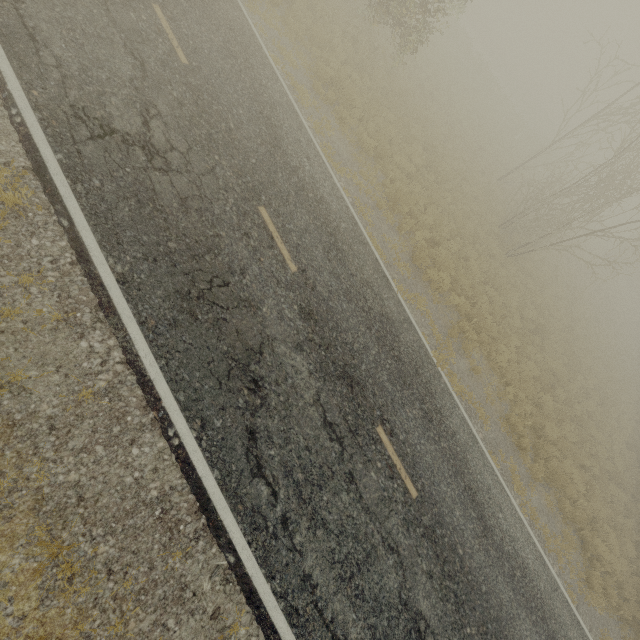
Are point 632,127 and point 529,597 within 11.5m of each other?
no

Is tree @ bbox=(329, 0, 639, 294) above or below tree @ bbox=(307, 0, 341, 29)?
above

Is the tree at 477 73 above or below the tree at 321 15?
above
